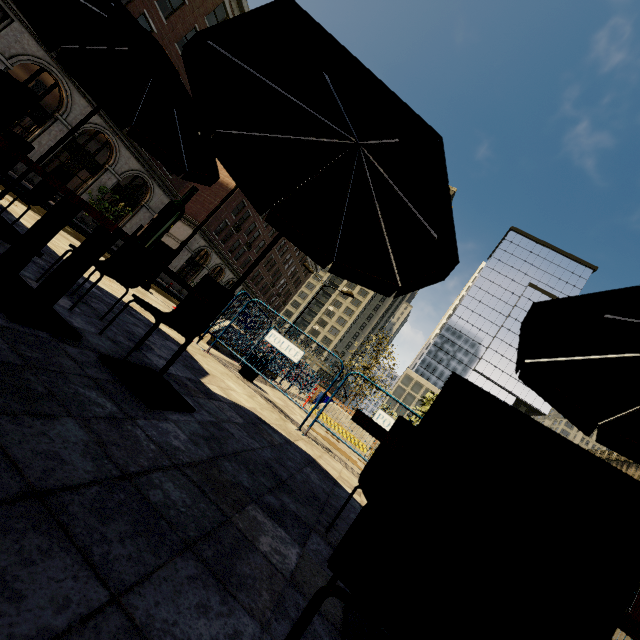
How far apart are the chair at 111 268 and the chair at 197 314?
0.3m

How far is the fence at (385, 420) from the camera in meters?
6.1

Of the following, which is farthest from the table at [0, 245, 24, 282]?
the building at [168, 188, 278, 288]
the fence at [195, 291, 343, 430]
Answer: the building at [168, 188, 278, 288]

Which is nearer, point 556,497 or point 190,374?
point 556,497

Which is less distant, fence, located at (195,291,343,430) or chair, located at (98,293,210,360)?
chair, located at (98,293,210,360)

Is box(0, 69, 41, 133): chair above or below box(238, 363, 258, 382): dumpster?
above

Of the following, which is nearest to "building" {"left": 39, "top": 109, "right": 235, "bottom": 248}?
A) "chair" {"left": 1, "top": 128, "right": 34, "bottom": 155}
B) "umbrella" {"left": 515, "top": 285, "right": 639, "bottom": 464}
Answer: "chair" {"left": 1, "top": 128, "right": 34, "bottom": 155}

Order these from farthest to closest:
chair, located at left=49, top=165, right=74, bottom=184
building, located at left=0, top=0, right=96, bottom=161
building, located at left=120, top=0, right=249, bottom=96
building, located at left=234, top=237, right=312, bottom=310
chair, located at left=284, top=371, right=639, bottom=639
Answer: building, located at left=234, top=237, right=312, bottom=310
building, located at left=120, top=0, right=249, bottom=96
building, located at left=0, top=0, right=96, bottom=161
chair, located at left=49, top=165, right=74, bottom=184
chair, located at left=284, top=371, right=639, bottom=639
